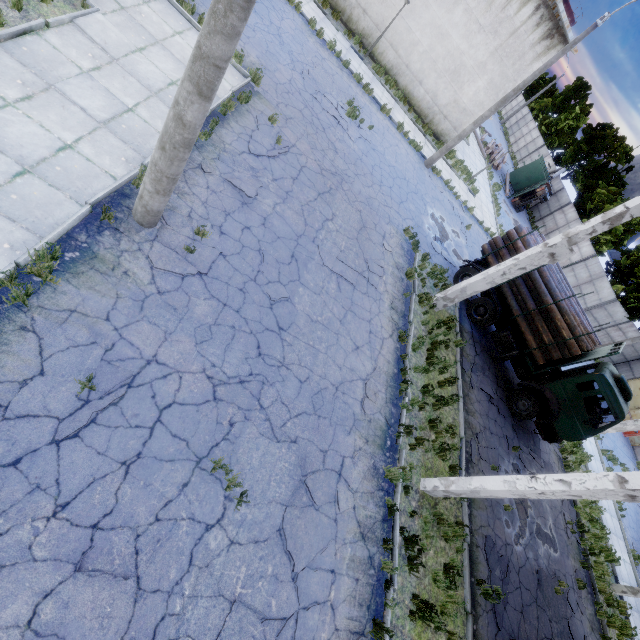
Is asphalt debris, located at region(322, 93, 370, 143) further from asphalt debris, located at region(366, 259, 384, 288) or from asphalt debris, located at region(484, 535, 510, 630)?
asphalt debris, located at region(484, 535, 510, 630)

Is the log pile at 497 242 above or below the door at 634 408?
above

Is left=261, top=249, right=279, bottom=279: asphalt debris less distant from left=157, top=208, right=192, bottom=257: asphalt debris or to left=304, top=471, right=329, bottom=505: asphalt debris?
left=157, top=208, right=192, bottom=257: asphalt debris

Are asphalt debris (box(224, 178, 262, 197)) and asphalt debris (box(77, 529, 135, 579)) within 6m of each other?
no

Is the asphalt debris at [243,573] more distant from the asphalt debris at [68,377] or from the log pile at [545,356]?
the log pile at [545,356]

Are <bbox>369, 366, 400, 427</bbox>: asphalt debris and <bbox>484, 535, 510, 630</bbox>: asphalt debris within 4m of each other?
no

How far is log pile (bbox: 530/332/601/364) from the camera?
11.99m

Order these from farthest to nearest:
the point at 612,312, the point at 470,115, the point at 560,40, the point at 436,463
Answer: the point at 612,312, the point at 470,115, the point at 560,40, the point at 436,463
